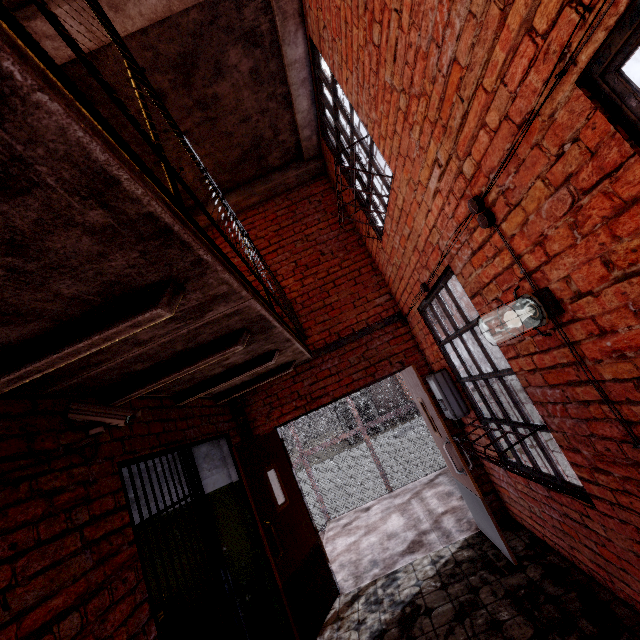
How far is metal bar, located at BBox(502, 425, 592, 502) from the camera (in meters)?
2.42

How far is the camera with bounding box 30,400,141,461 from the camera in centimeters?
189cm

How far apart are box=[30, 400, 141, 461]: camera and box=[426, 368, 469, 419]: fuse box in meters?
3.2 m

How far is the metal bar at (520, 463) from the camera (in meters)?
2.42

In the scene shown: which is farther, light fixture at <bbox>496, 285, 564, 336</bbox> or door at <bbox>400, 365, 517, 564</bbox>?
door at <bbox>400, 365, 517, 564</bbox>

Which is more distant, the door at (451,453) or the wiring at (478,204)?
the door at (451,453)

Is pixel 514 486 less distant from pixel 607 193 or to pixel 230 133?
pixel 607 193

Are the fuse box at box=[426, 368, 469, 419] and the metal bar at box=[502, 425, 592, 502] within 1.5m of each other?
yes
